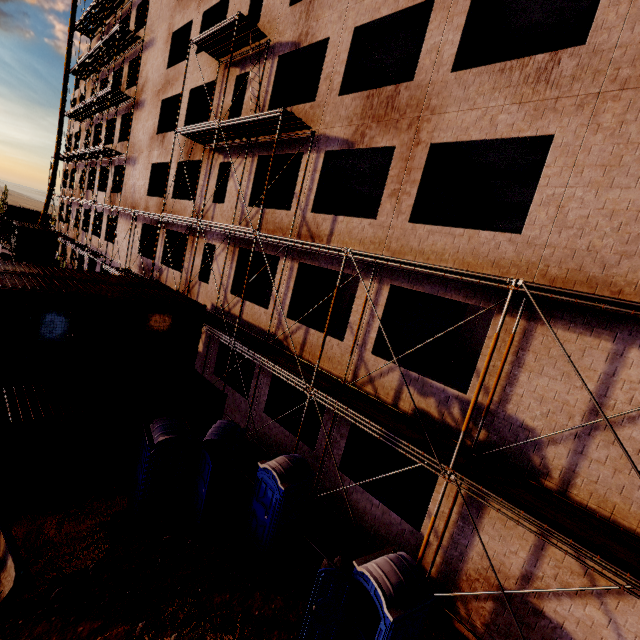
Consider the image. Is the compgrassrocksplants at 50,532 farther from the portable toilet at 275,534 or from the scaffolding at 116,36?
the scaffolding at 116,36

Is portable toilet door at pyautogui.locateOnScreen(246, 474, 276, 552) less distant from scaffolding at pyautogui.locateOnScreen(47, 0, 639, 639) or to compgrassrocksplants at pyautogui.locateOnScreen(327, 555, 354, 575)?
scaffolding at pyautogui.locateOnScreen(47, 0, 639, 639)

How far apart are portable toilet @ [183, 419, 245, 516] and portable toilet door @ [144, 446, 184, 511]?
0.0m

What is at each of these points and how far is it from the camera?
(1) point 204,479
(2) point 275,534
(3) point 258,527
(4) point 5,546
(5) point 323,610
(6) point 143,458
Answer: (1) portable toilet door, 8.81m
(2) portable toilet, 8.27m
(3) portable toilet door, 8.60m
(4) barrier, 6.51m
(5) portable toilet door, 6.41m
(6) portable toilet, 8.61m

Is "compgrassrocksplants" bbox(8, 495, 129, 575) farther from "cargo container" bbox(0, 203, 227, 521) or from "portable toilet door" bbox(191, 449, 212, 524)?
"portable toilet door" bbox(191, 449, 212, 524)

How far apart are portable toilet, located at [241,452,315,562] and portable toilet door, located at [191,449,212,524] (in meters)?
1.18

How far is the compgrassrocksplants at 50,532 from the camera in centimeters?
708cm

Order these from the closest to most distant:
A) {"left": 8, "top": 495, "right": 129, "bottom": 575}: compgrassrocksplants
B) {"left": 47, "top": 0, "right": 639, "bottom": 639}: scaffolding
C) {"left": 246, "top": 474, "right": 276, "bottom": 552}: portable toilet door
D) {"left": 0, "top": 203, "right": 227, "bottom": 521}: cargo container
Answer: {"left": 47, "top": 0, "right": 639, "bottom": 639}: scaffolding
{"left": 8, "top": 495, "right": 129, "bottom": 575}: compgrassrocksplants
{"left": 0, "top": 203, "right": 227, "bottom": 521}: cargo container
{"left": 246, "top": 474, "right": 276, "bottom": 552}: portable toilet door
